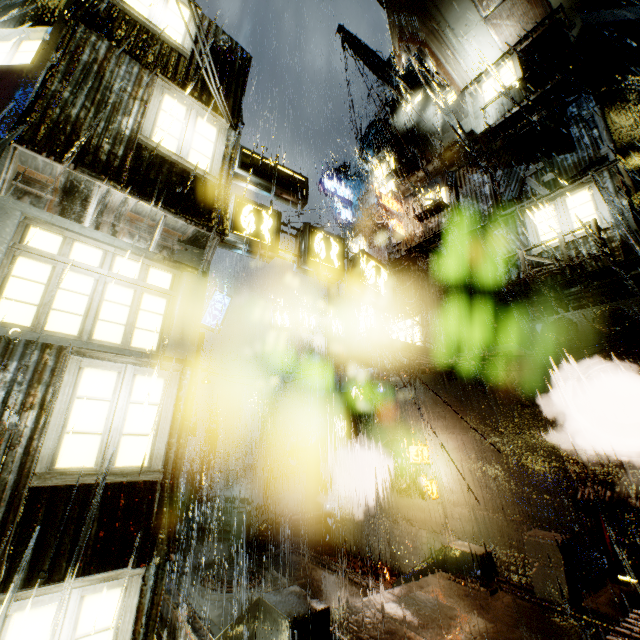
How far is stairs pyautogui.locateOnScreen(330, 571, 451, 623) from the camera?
7.23m

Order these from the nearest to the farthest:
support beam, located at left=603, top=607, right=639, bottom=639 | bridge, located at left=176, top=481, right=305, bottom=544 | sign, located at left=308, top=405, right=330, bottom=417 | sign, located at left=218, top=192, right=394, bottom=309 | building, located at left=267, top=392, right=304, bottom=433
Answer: support beam, located at left=603, top=607, right=639, bottom=639 → sign, located at left=218, top=192, right=394, bottom=309 → bridge, located at left=176, top=481, right=305, bottom=544 → sign, located at left=308, top=405, right=330, bottom=417 → building, located at left=267, top=392, right=304, bottom=433

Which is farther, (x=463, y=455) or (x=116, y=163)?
(x=463, y=455)

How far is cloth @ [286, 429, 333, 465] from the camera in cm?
1986

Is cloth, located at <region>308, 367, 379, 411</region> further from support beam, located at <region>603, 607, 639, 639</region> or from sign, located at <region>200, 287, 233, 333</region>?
support beam, located at <region>603, 607, 639, 639</region>

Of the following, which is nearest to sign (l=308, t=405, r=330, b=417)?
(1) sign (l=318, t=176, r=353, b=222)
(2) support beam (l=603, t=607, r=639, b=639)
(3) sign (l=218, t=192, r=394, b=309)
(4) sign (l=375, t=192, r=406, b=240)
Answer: (3) sign (l=218, t=192, r=394, b=309)

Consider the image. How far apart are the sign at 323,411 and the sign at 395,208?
11.8m

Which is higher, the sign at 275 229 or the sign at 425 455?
the sign at 275 229
